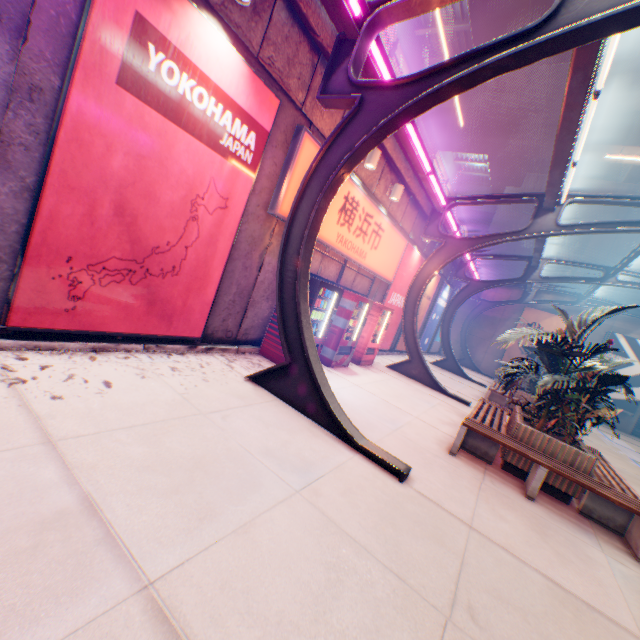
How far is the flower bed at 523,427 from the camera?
5.18m

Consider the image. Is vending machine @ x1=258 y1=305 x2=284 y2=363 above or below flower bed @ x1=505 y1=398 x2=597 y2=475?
below

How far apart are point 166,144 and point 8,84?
1.5 meters

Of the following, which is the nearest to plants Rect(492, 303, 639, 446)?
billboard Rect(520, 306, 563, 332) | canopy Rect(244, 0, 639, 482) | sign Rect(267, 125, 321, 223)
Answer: canopy Rect(244, 0, 639, 482)

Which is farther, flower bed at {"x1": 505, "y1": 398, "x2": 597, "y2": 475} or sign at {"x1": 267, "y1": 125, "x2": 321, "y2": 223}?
sign at {"x1": 267, "y1": 125, "x2": 321, "y2": 223}

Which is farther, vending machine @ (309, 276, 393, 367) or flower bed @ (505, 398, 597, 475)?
vending machine @ (309, 276, 393, 367)

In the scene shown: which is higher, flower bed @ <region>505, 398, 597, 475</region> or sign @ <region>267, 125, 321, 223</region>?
sign @ <region>267, 125, 321, 223</region>

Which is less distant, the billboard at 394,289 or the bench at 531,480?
the bench at 531,480
